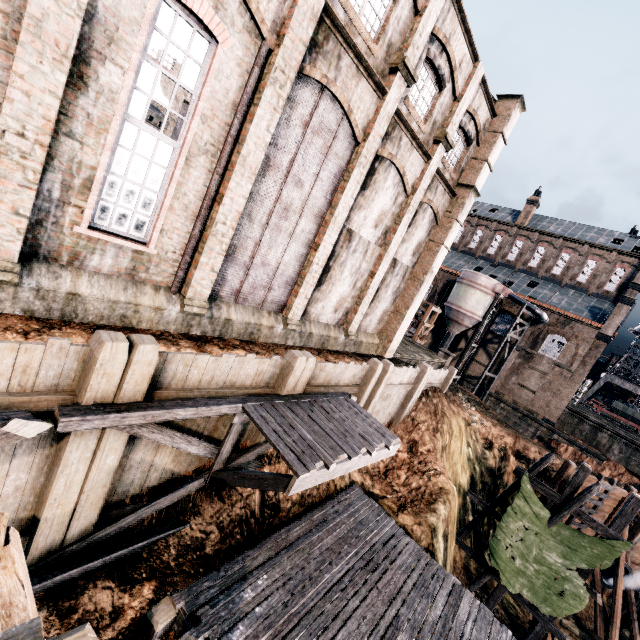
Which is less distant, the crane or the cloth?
the cloth

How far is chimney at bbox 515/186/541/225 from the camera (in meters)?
46.49

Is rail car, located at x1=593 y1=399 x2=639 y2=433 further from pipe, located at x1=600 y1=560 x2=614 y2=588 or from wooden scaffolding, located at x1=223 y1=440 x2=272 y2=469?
wooden scaffolding, located at x1=223 y1=440 x2=272 y2=469

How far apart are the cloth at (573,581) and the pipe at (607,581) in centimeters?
649cm

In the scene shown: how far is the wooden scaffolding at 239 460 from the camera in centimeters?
911cm

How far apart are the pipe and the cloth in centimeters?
649cm

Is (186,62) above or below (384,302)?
above

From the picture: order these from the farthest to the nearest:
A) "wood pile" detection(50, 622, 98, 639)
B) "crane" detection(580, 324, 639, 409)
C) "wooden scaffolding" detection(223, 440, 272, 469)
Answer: "crane" detection(580, 324, 639, 409) < "wooden scaffolding" detection(223, 440, 272, 469) < "wood pile" detection(50, 622, 98, 639)
